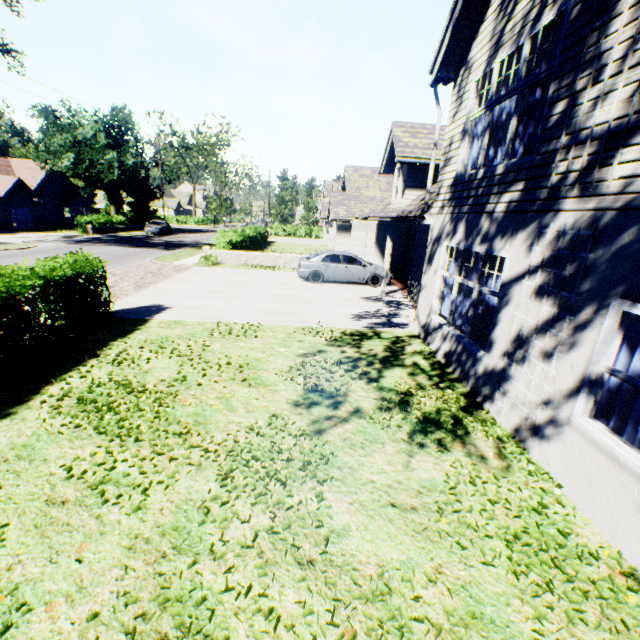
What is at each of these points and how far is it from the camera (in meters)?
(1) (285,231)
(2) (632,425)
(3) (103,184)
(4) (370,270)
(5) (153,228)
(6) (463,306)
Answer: (1) hedge, 51.91
(2) curtain, 3.67
(3) tree, 39.31
(4) car, 16.09
(5) car, 38.16
(6) curtain, 7.62

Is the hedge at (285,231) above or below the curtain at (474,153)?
below

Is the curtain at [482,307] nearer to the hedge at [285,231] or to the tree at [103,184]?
the tree at [103,184]

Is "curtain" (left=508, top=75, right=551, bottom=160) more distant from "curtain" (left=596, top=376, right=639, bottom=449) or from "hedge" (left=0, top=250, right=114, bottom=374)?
"hedge" (left=0, top=250, right=114, bottom=374)

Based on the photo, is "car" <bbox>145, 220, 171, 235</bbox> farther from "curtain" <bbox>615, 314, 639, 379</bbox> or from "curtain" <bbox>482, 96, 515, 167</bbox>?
"curtain" <bbox>615, 314, 639, 379</bbox>

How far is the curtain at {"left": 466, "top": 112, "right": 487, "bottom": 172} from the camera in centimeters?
712cm

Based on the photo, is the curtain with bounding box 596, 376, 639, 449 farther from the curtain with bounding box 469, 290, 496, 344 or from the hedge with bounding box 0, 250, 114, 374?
the hedge with bounding box 0, 250, 114, 374

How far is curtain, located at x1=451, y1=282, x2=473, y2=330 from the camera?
7.33m
